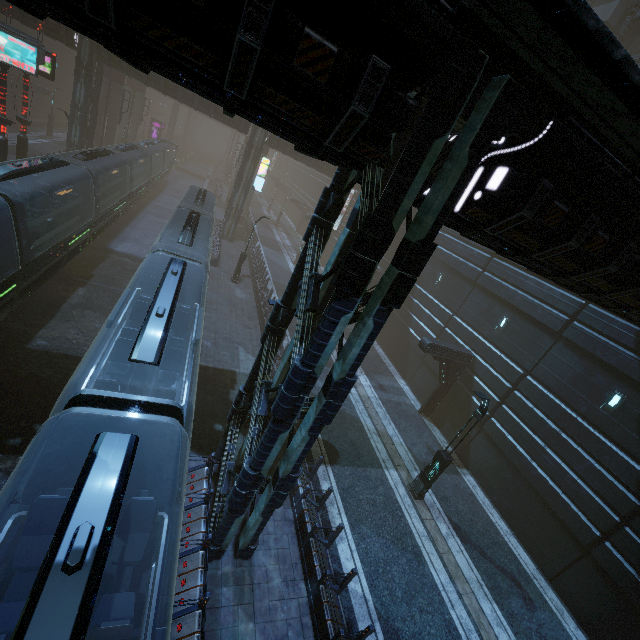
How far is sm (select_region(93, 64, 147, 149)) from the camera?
32.6m

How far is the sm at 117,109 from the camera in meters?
32.6

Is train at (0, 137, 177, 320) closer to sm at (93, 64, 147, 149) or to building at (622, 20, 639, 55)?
building at (622, 20, 639, 55)

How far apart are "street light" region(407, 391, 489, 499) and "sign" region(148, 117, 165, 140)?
68.1 meters

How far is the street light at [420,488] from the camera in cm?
1198

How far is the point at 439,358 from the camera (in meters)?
18.03

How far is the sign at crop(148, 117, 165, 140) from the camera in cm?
5706

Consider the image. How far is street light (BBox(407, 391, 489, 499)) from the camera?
12.0m
